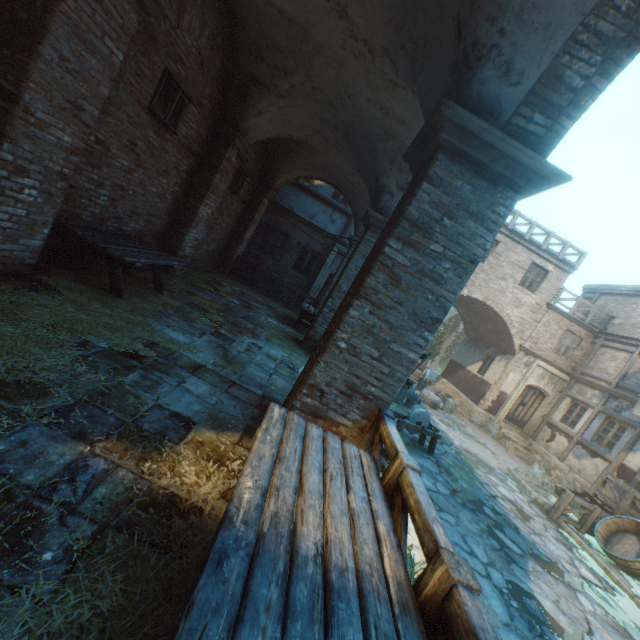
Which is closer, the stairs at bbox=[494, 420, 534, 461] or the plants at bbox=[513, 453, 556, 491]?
the plants at bbox=[513, 453, 556, 491]

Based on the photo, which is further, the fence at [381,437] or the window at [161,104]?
the window at [161,104]

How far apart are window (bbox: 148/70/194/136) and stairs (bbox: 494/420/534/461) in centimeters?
1801cm

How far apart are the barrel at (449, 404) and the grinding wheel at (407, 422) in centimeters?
622cm

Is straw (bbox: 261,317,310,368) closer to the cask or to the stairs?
the cask

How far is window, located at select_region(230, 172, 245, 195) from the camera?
10.55m

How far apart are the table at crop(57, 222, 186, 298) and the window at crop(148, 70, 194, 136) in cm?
225

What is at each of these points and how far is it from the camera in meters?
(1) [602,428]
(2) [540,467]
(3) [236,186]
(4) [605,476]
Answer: (1) building, 14.1
(2) plants, 13.3
(3) window, 11.0
(4) fence, 11.0
